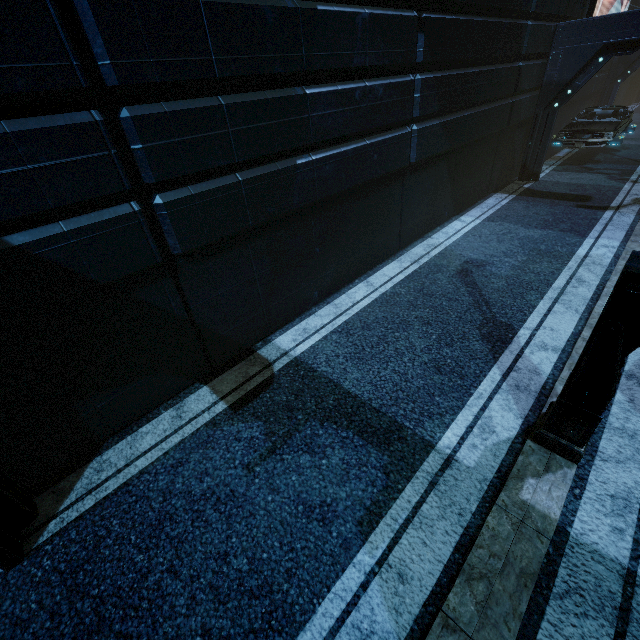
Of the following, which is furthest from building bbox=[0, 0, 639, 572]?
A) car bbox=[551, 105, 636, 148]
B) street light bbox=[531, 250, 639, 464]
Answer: street light bbox=[531, 250, 639, 464]

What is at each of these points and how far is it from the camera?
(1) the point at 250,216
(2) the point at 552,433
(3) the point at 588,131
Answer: (1) building, 4.97m
(2) street light, 3.94m
(3) car, 13.27m

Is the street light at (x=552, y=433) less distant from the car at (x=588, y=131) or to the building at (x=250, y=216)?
the building at (x=250, y=216)

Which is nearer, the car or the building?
the building

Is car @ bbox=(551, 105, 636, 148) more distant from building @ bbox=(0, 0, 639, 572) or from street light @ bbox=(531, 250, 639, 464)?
street light @ bbox=(531, 250, 639, 464)

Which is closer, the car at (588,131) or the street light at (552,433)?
the street light at (552,433)

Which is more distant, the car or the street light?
the car
